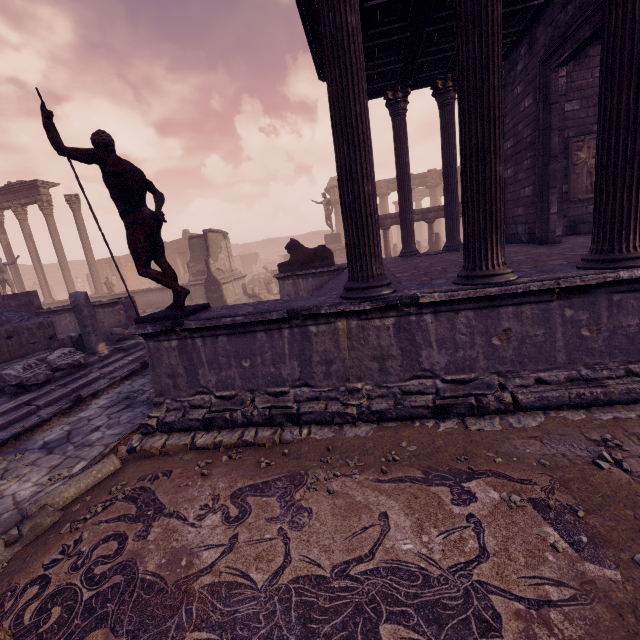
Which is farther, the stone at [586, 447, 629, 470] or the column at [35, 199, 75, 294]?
the column at [35, 199, 75, 294]

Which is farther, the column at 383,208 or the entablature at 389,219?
the column at 383,208

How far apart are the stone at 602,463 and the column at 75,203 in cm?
2175

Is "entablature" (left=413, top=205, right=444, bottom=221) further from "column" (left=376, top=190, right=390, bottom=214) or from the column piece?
"column" (left=376, top=190, right=390, bottom=214)

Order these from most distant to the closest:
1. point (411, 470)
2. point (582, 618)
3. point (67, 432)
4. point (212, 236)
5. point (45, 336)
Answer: point (212, 236)
point (45, 336)
point (67, 432)
point (411, 470)
point (582, 618)

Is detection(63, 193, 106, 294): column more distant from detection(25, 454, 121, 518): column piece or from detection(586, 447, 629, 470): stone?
detection(586, 447, 629, 470): stone

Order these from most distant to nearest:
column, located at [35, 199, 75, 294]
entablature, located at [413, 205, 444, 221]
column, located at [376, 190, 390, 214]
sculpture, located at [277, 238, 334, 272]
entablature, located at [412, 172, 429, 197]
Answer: column, located at [376, 190, 390, 214] → entablature, located at [412, 172, 429, 197] → column, located at [35, 199, 75, 294] → entablature, located at [413, 205, 444, 221] → sculpture, located at [277, 238, 334, 272]

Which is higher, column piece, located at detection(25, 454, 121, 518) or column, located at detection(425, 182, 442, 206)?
column, located at detection(425, 182, 442, 206)
